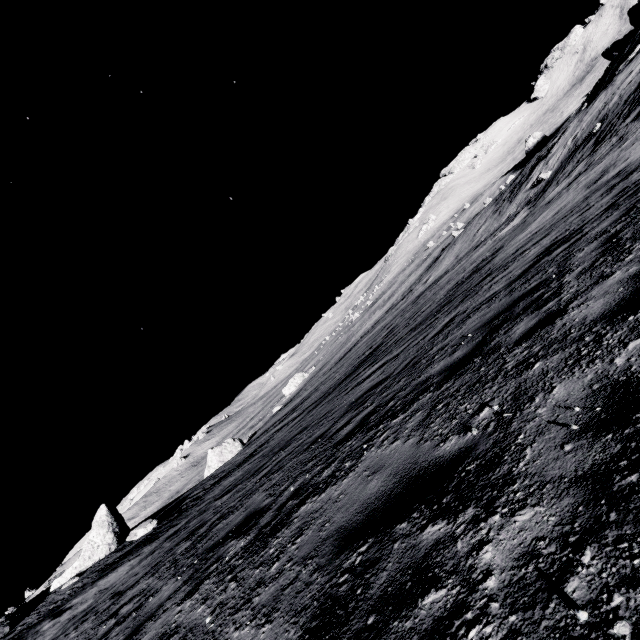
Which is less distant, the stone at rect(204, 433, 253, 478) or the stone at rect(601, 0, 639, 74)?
the stone at rect(204, 433, 253, 478)

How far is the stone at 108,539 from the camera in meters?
14.9

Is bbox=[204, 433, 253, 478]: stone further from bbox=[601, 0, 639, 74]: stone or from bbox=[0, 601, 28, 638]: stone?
bbox=[601, 0, 639, 74]: stone

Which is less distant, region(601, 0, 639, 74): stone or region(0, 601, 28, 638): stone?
region(0, 601, 28, 638): stone

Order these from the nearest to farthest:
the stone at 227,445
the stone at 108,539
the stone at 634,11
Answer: the stone at 108,539 → the stone at 227,445 → the stone at 634,11

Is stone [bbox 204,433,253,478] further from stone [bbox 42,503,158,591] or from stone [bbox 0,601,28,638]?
stone [bbox 0,601,28,638]

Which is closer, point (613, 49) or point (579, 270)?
point (579, 270)
